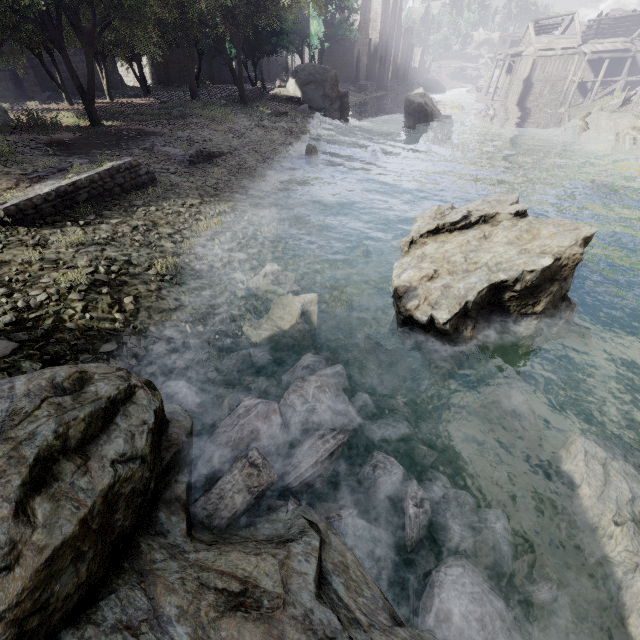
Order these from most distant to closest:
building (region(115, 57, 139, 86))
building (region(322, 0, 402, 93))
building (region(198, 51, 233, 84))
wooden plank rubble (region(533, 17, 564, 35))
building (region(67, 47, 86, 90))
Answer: building (region(322, 0, 402, 93)) < wooden plank rubble (region(533, 17, 564, 35)) < building (region(198, 51, 233, 84)) < building (region(115, 57, 139, 86)) < building (region(67, 47, 86, 90))

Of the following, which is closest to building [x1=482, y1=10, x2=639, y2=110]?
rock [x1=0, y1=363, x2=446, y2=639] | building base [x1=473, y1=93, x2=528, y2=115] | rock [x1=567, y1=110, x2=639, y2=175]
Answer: building base [x1=473, y1=93, x2=528, y2=115]

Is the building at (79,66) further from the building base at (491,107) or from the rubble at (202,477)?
the rubble at (202,477)

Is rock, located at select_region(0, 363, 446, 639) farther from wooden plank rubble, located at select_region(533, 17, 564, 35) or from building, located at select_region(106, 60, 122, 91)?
wooden plank rubble, located at select_region(533, 17, 564, 35)

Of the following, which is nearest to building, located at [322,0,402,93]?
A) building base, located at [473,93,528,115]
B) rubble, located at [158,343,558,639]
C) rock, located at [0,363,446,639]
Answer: building base, located at [473,93,528,115]

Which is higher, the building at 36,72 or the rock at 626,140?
the building at 36,72

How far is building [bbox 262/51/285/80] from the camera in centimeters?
5084cm

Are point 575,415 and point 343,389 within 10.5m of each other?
yes
